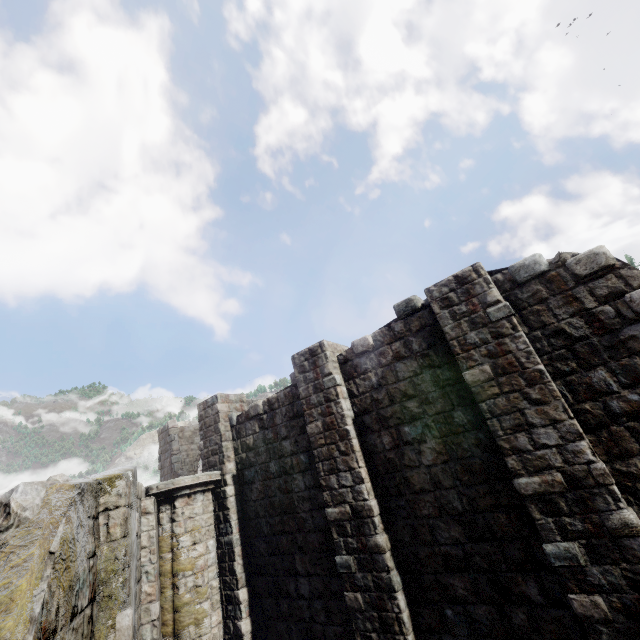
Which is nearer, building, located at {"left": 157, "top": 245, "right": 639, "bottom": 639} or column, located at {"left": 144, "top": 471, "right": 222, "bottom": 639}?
building, located at {"left": 157, "top": 245, "right": 639, "bottom": 639}

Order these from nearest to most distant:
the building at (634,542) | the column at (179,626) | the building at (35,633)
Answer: the building at (35,633) → the building at (634,542) → the column at (179,626)

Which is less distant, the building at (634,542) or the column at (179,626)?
the building at (634,542)

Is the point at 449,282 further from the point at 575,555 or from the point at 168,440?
the point at 168,440

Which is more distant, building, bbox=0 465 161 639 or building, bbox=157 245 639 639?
building, bbox=157 245 639 639

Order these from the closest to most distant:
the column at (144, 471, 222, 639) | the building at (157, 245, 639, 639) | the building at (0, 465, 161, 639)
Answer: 1. the building at (0, 465, 161, 639)
2. the building at (157, 245, 639, 639)
3. the column at (144, 471, 222, 639)
